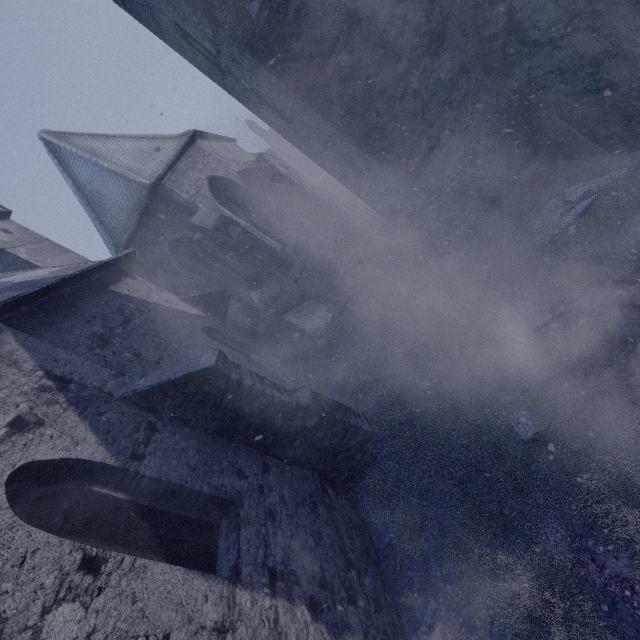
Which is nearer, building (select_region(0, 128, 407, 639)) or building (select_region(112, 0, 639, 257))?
building (select_region(0, 128, 407, 639))

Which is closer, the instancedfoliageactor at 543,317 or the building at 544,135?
the instancedfoliageactor at 543,317

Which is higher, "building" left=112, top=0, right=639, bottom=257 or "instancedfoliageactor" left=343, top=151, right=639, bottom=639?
"building" left=112, top=0, right=639, bottom=257

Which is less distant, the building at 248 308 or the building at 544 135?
the building at 248 308

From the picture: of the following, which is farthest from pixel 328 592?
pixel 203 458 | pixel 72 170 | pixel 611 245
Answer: pixel 72 170

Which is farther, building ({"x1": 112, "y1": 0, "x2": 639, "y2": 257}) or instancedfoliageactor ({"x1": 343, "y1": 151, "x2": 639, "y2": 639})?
building ({"x1": 112, "y1": 0, "x2": 639, "y2": 257})
